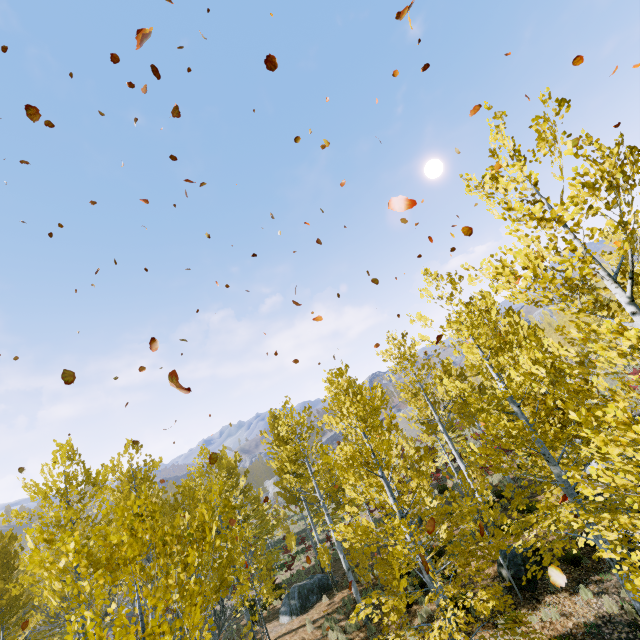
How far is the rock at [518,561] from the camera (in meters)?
10.39

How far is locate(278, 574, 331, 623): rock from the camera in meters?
16.0 m

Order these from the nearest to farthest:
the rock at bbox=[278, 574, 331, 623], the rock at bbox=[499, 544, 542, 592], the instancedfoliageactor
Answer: the instancedfoliageactor < the rock at bbox=[499, 544, 542, 592] < the rock at bbox=[278, 574, 331, 623]

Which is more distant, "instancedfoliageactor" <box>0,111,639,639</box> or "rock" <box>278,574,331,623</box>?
"rock" <box>278,574,331,623</box>

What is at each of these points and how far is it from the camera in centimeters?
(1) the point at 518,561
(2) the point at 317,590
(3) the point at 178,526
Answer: (1) rock, 1082cm
(2) rock, 1709cm
(3) instancedfoliageactor, 472cm

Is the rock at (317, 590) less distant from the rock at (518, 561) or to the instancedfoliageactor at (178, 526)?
the instancedfoliageactor at (178, 526)

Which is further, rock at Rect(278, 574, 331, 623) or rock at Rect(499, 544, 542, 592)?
rock at Rect(278, 574, 331, 623)

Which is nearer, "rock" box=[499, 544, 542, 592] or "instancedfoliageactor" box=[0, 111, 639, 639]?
"instancedfoliageactor" box=[0, 111, 639, 639]
